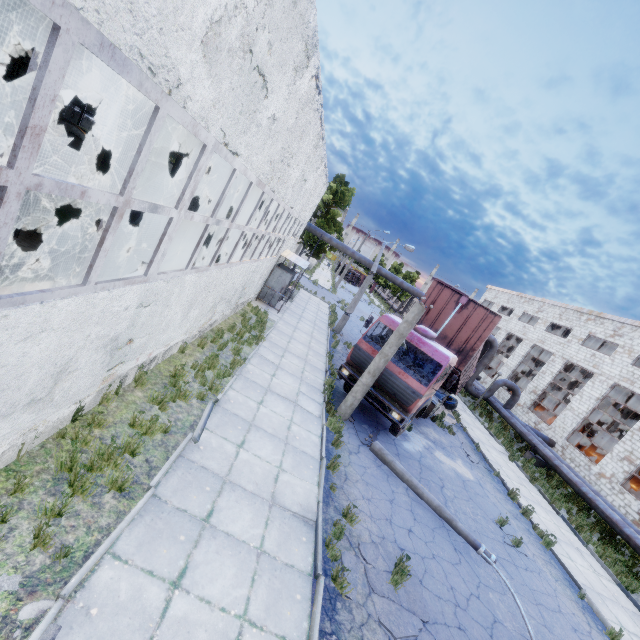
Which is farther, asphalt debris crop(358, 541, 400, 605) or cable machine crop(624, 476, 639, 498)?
cable machine crop(624, 476, 639, 498)

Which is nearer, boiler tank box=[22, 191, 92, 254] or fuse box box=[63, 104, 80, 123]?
boiler tank box=[22, 191, 92, 254]

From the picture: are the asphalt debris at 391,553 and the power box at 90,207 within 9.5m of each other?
no

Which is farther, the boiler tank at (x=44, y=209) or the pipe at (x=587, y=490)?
the pipe at (x=587, y=490)

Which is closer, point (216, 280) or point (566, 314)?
point (216, 280)

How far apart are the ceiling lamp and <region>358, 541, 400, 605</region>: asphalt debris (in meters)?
9.72

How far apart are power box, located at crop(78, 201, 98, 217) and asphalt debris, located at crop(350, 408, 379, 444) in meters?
12.5

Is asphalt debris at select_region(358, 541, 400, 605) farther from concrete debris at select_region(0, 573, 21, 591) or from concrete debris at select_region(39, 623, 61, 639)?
concrete debris at select_region(0, 573, 21, 591)
